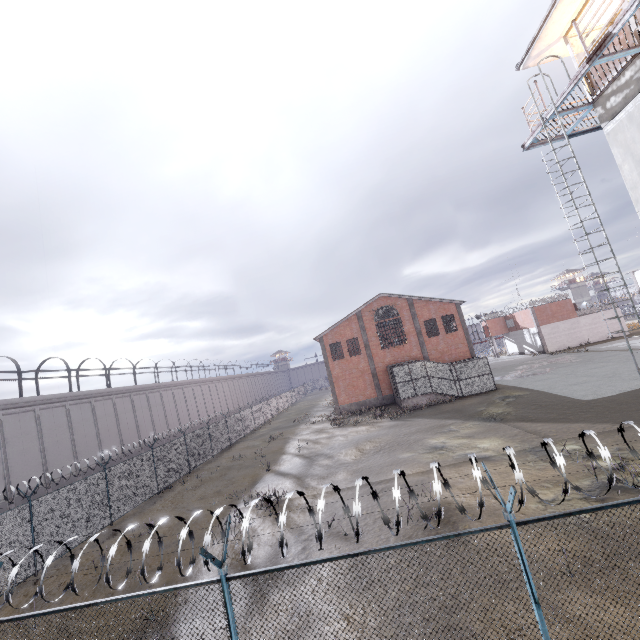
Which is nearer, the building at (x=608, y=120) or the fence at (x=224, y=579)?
the fence at (x=224, y=579)

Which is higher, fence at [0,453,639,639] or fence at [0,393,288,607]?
fence at [0,453,639,639]

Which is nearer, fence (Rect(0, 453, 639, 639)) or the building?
fence (Rect(0, 453, 639, 639))

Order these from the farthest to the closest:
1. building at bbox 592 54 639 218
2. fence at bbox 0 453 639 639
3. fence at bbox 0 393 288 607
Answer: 1. fence at bbox 0 393 288 607
2. building at bbox 592 54 639 218
3. fence at bbox 0 453 639 639

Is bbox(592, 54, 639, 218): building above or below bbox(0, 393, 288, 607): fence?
above

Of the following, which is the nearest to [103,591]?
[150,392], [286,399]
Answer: [150,392]

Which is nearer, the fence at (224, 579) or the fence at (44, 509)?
the fence at (224, 579)
